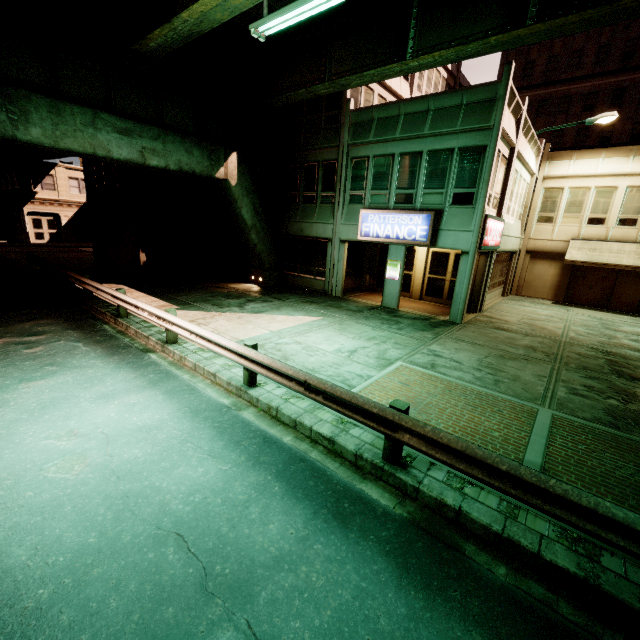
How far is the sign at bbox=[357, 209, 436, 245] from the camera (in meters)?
13.38

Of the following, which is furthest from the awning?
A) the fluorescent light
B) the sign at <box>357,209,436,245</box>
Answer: the fluorescent light

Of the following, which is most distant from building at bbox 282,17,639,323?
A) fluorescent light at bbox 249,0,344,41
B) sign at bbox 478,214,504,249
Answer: fluorescent light at bbox 249,0,344,41

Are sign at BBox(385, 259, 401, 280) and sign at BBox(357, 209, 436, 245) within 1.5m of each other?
yes

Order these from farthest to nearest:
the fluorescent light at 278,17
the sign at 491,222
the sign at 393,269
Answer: the sign at 393,269 < the sign at 491,222 < the fluorescent light at 278,17

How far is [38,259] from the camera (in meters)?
17.09

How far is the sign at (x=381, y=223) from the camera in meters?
13.4 m

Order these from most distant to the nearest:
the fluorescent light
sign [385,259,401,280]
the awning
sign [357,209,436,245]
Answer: the awning → sign [385,259,401,280] → sign [357,209,436,245] → the fluorescent light
